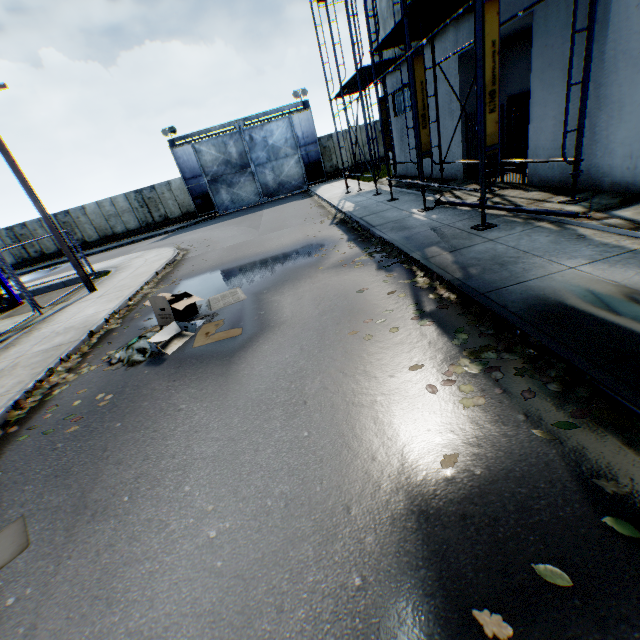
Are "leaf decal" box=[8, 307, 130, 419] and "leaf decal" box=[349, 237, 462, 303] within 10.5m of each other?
yes

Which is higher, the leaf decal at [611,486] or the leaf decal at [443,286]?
the leaf decal at [443,286]

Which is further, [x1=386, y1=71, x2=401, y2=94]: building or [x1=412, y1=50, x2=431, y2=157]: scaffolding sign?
[x1=386, y1=71, x2=401, y2=94]: building

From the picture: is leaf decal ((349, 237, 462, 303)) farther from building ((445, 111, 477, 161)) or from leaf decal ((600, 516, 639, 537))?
building ((445, 111, 477, 161))

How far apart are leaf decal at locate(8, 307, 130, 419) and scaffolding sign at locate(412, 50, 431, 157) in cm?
933

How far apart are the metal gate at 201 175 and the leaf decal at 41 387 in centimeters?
2337cm

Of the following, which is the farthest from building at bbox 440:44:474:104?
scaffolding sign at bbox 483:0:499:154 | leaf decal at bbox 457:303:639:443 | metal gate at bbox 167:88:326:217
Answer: metal gate at bbox 167:88:326:217

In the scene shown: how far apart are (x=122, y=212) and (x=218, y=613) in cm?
3153
